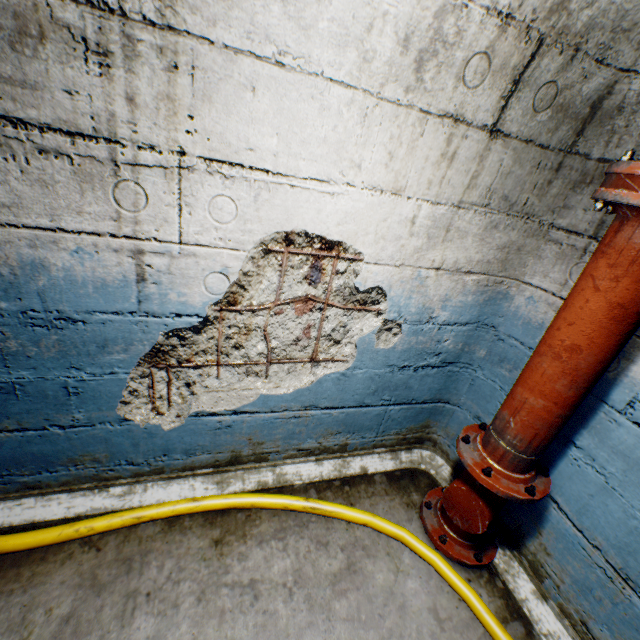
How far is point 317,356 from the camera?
1.8m

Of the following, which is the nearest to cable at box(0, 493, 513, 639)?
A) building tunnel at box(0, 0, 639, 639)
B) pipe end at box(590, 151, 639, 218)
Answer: building tunnel at box(0, 0, 639, 639)

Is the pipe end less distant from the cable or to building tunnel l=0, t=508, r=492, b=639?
building tunnel l=0, t=508, r=492, b=639

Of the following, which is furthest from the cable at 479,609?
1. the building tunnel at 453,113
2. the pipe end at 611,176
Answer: the pipe end at 611,176

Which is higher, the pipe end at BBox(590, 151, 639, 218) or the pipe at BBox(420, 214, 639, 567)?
the pipe end at BBox(590, 151, 639, 218)

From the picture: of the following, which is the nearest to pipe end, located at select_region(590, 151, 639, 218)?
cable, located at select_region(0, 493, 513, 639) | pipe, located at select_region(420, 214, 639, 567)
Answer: pipe, located at select_region(420, 214, 639, 567)

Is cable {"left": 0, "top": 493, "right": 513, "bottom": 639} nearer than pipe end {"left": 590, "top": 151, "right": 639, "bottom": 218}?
No

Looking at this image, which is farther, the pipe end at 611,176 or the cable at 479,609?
the cable at 479,609
